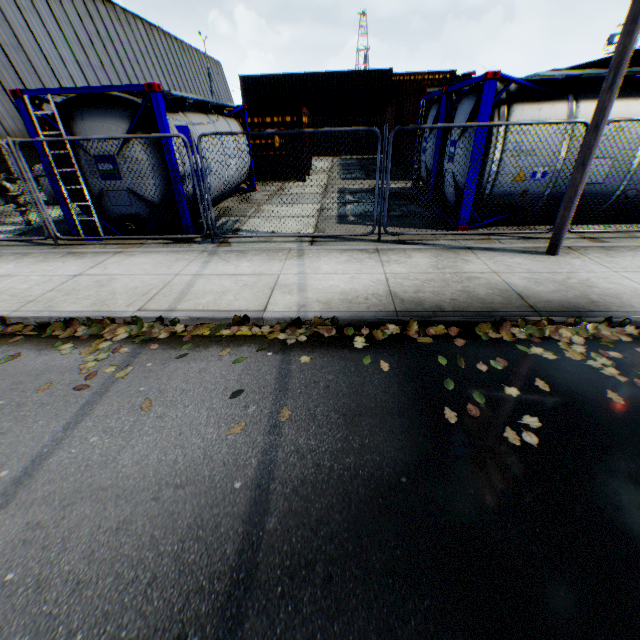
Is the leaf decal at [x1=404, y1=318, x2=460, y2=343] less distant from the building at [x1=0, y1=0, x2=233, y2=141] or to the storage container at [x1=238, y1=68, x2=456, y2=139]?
the building at [x1=0, y1=0, x2=233, y2=141]

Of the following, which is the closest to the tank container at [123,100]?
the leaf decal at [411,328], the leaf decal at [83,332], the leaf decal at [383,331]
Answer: the leaf decal at [83,332]

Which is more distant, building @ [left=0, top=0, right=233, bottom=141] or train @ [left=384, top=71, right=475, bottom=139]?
building @ [left=0, top=0, right=233, bottom=141]

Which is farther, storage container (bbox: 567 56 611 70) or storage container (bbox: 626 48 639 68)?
storage container (bbox: 567 56 611 70)

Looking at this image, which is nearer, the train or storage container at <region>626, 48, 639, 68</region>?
the train

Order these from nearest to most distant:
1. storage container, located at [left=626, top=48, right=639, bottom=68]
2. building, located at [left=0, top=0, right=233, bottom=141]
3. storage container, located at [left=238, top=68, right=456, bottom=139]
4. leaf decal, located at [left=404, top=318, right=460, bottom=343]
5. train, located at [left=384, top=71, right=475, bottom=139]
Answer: leaf decal, located at [left=404, top=318, right=460, bottom=343], train, located at [left=384, top=71, right=475, bottom=139], storage container, located at [left=238, top=68, right=456, bottom=139], building, located at [left=0, top=0, right=233, bottom=141], storage container, located at [left=626, top=48, right=639, bottom=68]

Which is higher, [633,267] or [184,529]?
[633,267]

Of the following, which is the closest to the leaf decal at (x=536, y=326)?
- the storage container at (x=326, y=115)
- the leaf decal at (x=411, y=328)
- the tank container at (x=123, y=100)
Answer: the leaf decal at (x=411, y=328)
